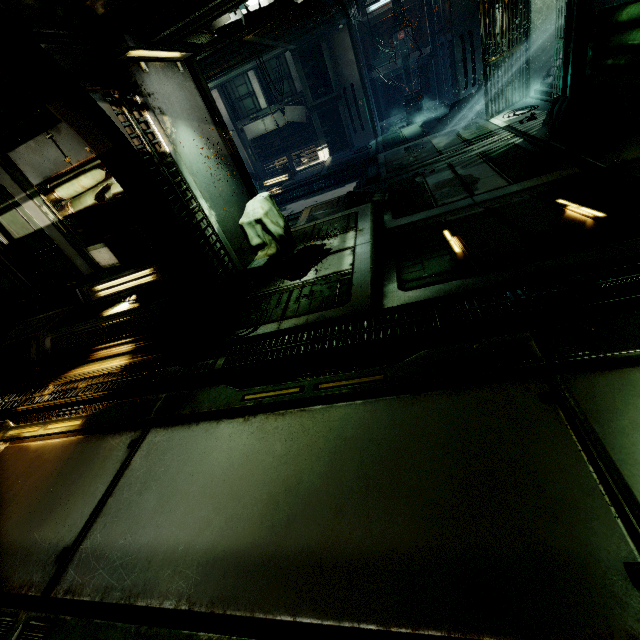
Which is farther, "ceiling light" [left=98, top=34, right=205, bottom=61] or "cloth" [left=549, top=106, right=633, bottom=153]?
"cloth" [left=549, top=106, right=633, bottom=153]

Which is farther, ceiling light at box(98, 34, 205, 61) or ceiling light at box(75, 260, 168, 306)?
ceiling light at box(75, 260, 168, 306)

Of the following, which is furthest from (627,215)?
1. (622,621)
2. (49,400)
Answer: (49,400)

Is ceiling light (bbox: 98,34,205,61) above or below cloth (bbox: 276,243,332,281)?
above

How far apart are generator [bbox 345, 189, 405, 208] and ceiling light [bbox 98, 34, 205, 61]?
4.1m

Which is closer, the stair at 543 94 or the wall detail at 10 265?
the wall detail at 10 265

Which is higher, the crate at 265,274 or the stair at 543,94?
the crate at 265,274

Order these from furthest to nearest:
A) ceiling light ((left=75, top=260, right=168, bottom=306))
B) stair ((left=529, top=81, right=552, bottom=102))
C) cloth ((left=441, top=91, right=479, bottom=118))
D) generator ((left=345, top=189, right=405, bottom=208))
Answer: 1. cloth ((left=441, top=91, right=479, bottom=118))
2. stair ((left=529, top=81, right=552, bottom=102))
3. generator ((left=345, top=189, right=405, bottom=208))
4. ceiling light ((left=75, top=260, right=168, bottom=306))
